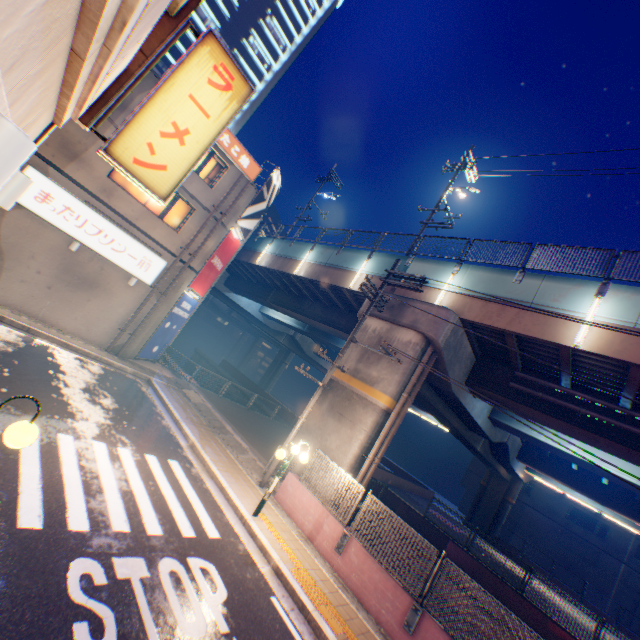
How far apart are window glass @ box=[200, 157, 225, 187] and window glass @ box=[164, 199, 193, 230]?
1.5 meters

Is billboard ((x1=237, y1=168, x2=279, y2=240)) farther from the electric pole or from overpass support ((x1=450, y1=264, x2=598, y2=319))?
the electric pole

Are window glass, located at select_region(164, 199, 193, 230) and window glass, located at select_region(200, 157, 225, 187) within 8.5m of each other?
yes

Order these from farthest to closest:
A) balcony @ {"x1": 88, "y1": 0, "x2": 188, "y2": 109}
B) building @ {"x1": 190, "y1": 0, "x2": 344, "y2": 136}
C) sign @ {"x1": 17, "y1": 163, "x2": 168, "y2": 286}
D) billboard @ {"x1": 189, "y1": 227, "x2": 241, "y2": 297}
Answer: building @ {"x1": 190, "y1": 0, "x2": 344, "y2": 136} < billboard @ {"x1": 189, "y1": 227, "x2": 241, "y2": 297} < sign @ {"x1": 17, "y1": 163, "x2": 168, "y2": 286} < balcony @ {"x1": 88, "y1": 0, "x2": 188, "y2": 109}

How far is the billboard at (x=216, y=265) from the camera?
18.5 meters

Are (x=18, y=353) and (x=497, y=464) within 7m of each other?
no

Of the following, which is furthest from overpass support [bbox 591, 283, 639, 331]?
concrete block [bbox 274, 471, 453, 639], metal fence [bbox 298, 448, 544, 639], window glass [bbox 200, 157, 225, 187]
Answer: window glass [bbox 200, 157, 225, 187]

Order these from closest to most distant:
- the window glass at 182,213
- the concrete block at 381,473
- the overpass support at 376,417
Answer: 1. the overpass support at 376,417
2. the window glass at 182,213
3. the concrete block at 381,473
